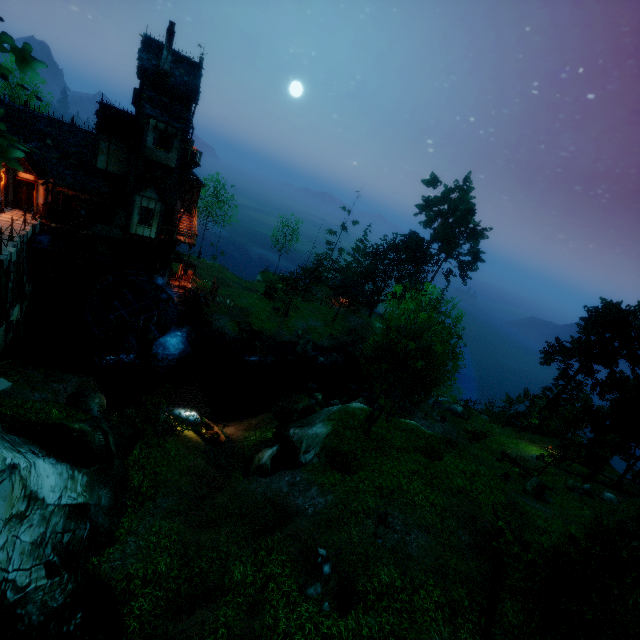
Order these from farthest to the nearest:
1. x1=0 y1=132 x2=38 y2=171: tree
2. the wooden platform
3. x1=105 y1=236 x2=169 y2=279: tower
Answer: the wooden platform
x1=105 y1=236 x2=169 y2=279: tower
x1=0 y1=132 x2=38 y2=171: tree

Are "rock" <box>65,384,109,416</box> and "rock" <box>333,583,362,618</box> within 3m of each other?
no

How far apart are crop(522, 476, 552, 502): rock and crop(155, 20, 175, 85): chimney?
38.67m

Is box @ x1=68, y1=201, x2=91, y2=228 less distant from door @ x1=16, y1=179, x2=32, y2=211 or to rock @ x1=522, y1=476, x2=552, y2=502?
door @ x1=16, y1=179, x2=32, y2=211

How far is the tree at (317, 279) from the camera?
41.4 meters

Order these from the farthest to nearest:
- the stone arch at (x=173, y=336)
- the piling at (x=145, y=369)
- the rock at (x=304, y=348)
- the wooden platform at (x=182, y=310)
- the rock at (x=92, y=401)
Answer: the rock at (x=304, y=348) < the stone arch at (x=173, y=336) < the wooden platform at (x=182, y=310) < the piling at (x=145, y=369) < the rock at (x=92, y=401)

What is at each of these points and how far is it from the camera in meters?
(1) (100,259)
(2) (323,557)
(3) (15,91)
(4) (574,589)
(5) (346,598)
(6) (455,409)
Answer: (1) drain, 24.2
(2) rock, 11.7
(3) tree, 32.3
(4) tree, 10.8
(5) rock, 10.6
(6) rock, 34.6

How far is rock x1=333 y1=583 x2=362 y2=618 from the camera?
10.38m
